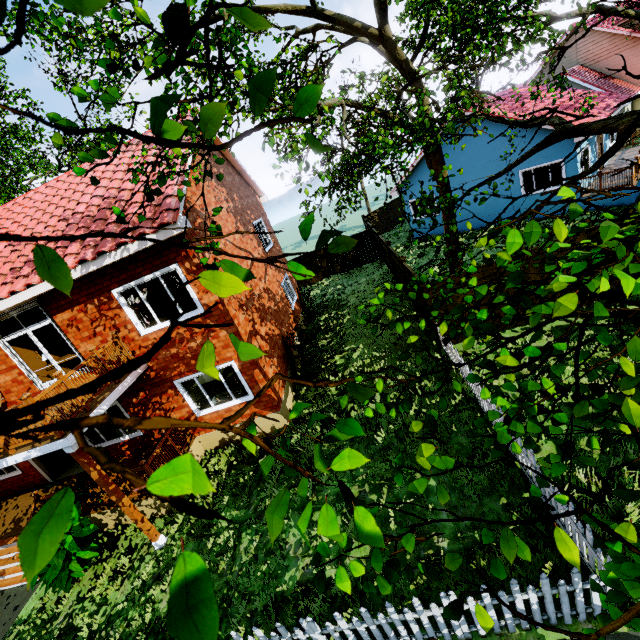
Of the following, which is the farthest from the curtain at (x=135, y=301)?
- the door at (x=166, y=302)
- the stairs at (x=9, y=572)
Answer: the stairs at (x=9, y=572)

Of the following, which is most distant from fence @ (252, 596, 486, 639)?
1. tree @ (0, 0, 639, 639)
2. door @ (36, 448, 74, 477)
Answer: door @ (36, 448, 74, 477)

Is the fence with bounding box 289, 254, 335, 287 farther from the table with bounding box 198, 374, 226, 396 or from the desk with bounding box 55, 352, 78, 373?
the table with bounding box 198, 374, 226, 396

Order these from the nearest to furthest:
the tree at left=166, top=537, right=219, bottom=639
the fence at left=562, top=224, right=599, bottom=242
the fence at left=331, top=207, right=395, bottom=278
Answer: the tree at left=166, top=537, right=219, bottom=639 → the fence at left=562, top=224, right=599, bottom=242 → the fence at left=331, top=207, right=395, bottom=278

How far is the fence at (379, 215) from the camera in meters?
20.6 m

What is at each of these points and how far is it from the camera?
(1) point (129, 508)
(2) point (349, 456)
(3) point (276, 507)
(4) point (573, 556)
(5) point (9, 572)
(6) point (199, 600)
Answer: (1) wooden, 7.45m
(2) tree, 1.24m
(3) tree, 0.85m
(4) tree, 1.32m
(5) stairs, 8.78m
(6) tree, 0.52m

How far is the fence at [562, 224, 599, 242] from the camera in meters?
9.0

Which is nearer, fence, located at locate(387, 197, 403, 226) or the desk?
the desk
